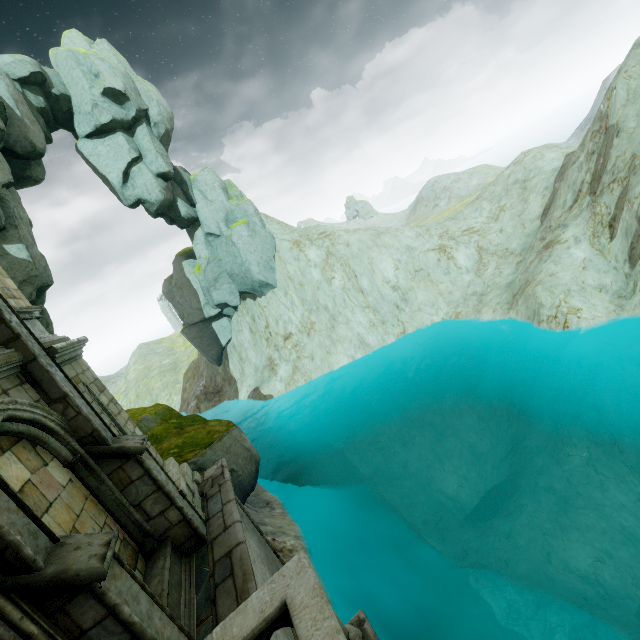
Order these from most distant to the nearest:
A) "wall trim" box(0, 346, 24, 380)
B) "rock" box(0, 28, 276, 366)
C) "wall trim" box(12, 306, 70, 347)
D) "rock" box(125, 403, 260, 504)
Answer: "rock" box(0, 28, 276, 366)
"rock" box(125, 403, 260, 504)
"wall trim" box(12, 306, 70, 347)
"wall trim" box(0, 346, 24, 380)

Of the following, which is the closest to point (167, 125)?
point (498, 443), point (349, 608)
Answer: point (349, 608)

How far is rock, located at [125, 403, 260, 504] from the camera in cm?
1250

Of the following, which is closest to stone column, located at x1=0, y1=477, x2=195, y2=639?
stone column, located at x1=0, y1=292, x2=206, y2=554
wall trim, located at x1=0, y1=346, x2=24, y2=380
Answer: wall trim, located at x1=0, y1=346, x2=24, y2=380

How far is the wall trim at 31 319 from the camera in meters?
6.8

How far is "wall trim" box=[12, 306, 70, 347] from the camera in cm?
678

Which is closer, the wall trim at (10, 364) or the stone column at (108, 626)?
the stone column at (108, 626)

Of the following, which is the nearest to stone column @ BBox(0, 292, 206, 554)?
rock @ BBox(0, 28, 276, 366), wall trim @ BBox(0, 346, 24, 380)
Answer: wall trim @ BBox(0, 346, 24, 380)
